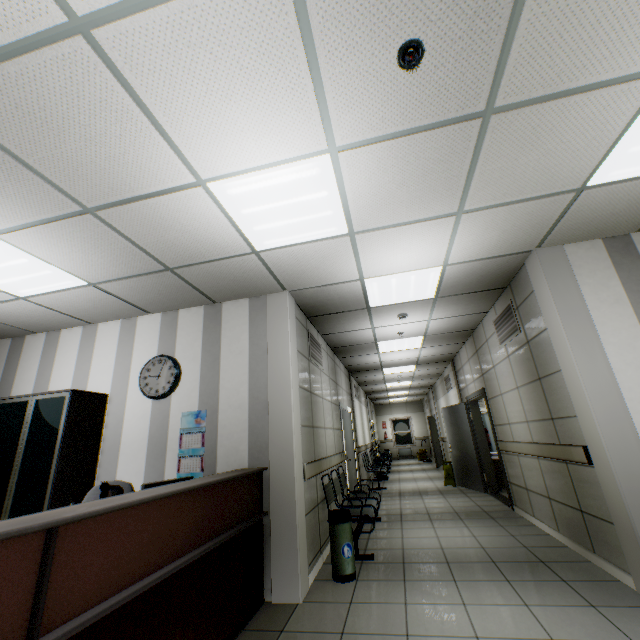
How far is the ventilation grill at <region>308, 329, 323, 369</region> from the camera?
5.04m

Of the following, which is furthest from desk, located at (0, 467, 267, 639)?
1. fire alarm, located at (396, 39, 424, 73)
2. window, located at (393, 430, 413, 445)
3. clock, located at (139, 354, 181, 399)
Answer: window, located at (393, 430, 413, 445)

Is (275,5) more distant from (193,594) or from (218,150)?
(193,594)

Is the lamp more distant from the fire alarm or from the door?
the door

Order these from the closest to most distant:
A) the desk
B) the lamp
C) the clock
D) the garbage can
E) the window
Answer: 1. the desk
2. the lamp
3. the garbage can
4. the clock
5. the window

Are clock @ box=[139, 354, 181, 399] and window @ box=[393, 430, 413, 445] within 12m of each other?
no

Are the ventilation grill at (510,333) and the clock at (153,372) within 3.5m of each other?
no

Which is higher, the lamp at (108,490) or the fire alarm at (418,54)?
the fire alarm at (418,54)
